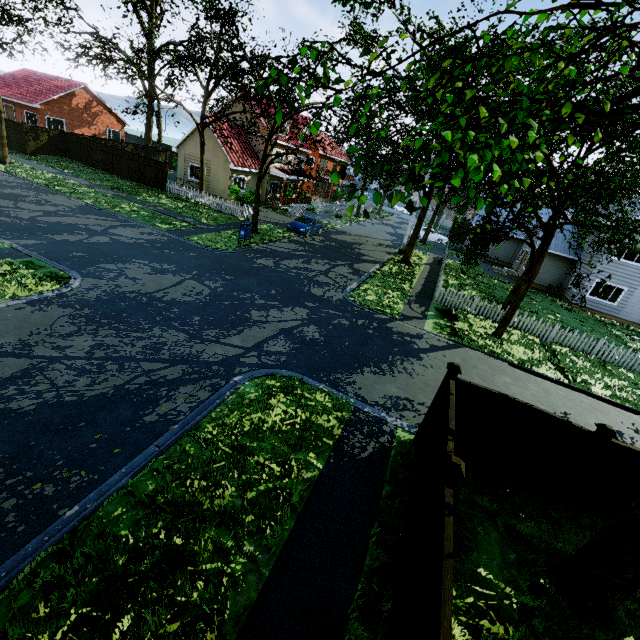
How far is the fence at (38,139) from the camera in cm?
2747

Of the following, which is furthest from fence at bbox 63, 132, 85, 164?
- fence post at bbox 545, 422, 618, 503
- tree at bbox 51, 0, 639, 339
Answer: tree at bbox 51, 0, 639, 339

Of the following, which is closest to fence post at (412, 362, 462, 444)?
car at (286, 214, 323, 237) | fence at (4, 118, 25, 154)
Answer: fence at (4, 118, 25, 154)

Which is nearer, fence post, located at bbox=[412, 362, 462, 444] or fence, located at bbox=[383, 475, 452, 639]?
fence, located at bbox=[383, 475, 452, 639]

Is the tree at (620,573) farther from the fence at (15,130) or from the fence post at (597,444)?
the fence post at (597,444)

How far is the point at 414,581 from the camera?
3.95m

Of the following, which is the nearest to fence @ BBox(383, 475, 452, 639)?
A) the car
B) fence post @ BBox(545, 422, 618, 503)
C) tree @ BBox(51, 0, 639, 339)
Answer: fence post @ BBox(545, 422, 618, 503)

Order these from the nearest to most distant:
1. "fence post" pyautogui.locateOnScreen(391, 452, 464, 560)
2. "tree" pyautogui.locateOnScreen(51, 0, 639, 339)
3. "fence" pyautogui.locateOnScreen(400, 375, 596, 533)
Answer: "tree" pyautogui.locateOnScreen(51, 0, 639, 339) → "fence post" pyautogui.locateOnScreen(391, 452, 464, 560) → "fence" pyautogui.locateOnScreen(400, 375, 596, 533)
